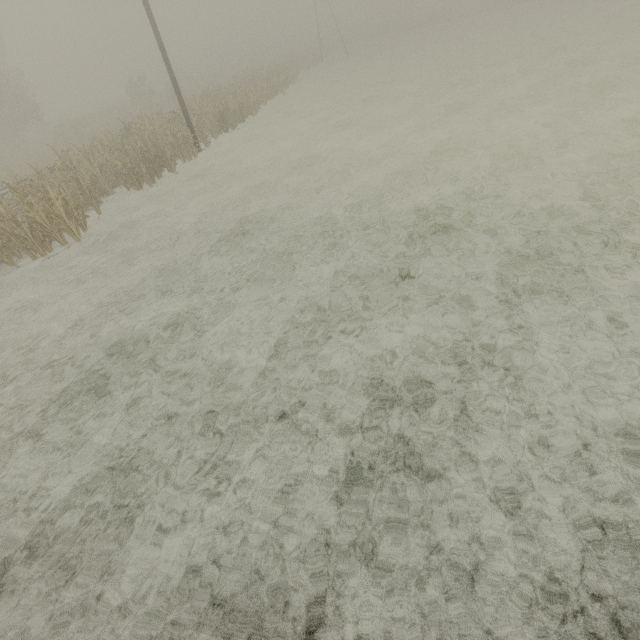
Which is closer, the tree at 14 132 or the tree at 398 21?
the tree at 14 132

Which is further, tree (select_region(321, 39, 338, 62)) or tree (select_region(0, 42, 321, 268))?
tree (select_region(321, 39, 338, 62))

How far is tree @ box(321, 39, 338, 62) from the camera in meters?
49.7

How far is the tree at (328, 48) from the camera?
49.7m

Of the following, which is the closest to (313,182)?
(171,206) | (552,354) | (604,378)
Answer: (171,206)

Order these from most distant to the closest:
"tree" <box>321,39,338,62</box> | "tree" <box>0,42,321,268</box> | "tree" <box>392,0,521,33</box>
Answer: "tree" <box>392,0,521,33</box> < "tree" <box>321,39,338,62</box> < "tree" <box>0,42,321,268</box>

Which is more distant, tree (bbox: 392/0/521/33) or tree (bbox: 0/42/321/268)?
tree (bbox: 392/0/521/33)
